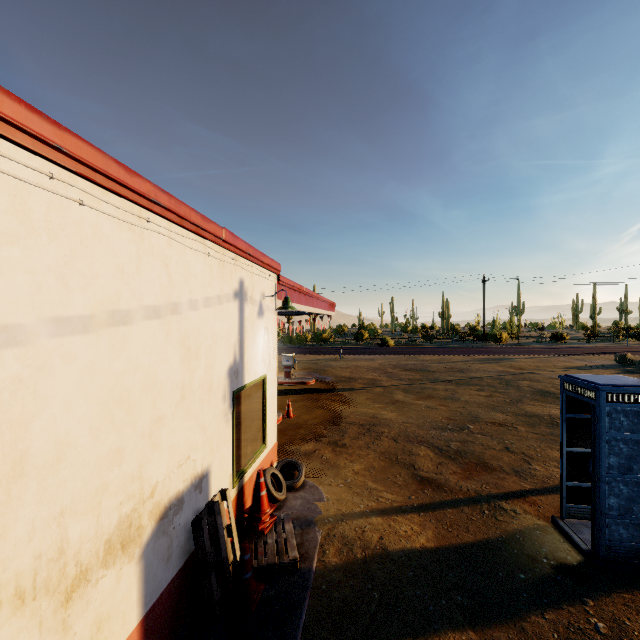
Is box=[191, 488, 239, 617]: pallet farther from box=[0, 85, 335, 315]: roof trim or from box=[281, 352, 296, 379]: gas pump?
box=[281, 352, 296, 379]: gas pump

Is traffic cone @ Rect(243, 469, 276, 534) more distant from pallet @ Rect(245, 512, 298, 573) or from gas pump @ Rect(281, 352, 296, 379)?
gas pump @ Rect(281, 352, 296, 379)

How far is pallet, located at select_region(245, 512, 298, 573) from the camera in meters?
4.7 m

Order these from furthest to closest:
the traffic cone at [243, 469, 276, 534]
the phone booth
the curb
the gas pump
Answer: the gas pump < the traffic cone at [243, 469, 276, 534] < the phone booth < the curb

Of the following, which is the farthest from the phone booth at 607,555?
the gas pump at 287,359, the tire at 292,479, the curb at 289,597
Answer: the gas pump at 287,359

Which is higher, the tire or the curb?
the tire

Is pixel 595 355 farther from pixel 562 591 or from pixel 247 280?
pixel 247 280

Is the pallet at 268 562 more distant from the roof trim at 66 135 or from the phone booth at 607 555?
the phone booth at 607 555
